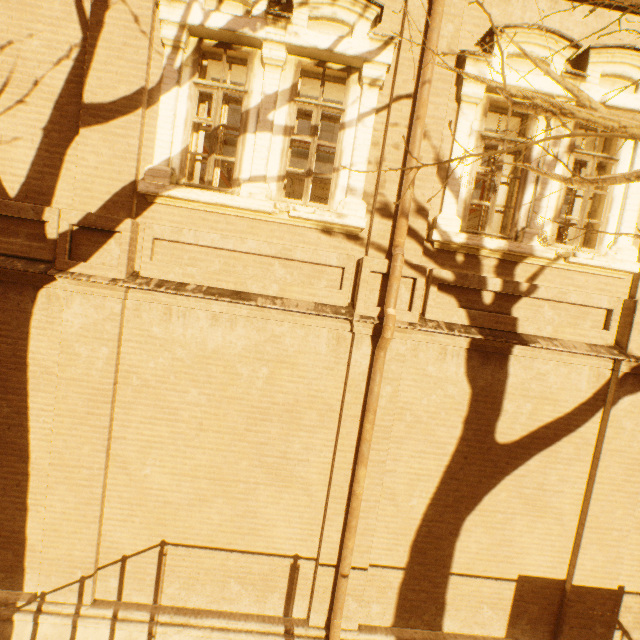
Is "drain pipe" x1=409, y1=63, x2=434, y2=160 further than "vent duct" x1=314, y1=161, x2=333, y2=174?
No

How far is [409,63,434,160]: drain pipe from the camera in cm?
413

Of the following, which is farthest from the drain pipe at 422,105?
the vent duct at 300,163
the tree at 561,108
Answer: the vent duct at 300,163

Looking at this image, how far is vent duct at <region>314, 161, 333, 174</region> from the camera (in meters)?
9.98

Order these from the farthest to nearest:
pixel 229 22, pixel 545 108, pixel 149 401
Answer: pixel 149 401, pixel 229 22, pixel 545 108

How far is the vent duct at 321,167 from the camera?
10.0m

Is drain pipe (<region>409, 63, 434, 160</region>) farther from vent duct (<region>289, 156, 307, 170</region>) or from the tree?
vent duct (<region>289, 156, 307, 170</region>)
